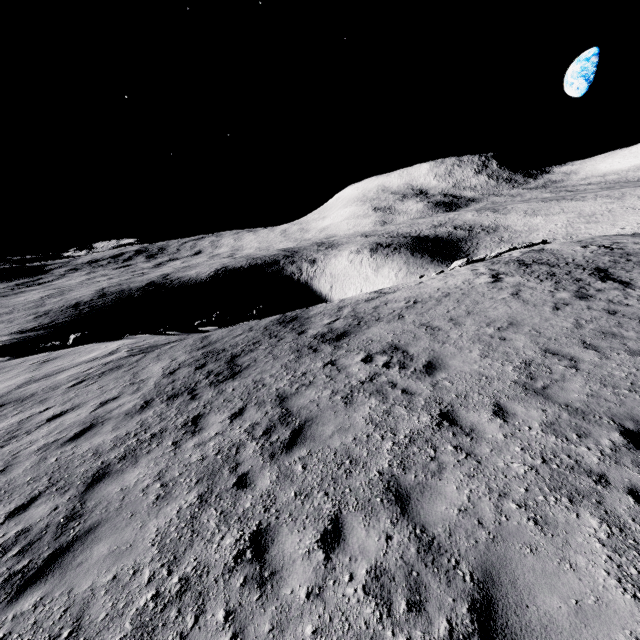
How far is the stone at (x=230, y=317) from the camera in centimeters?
1971cm

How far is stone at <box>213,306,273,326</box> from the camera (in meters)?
19.71

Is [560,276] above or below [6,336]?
above
